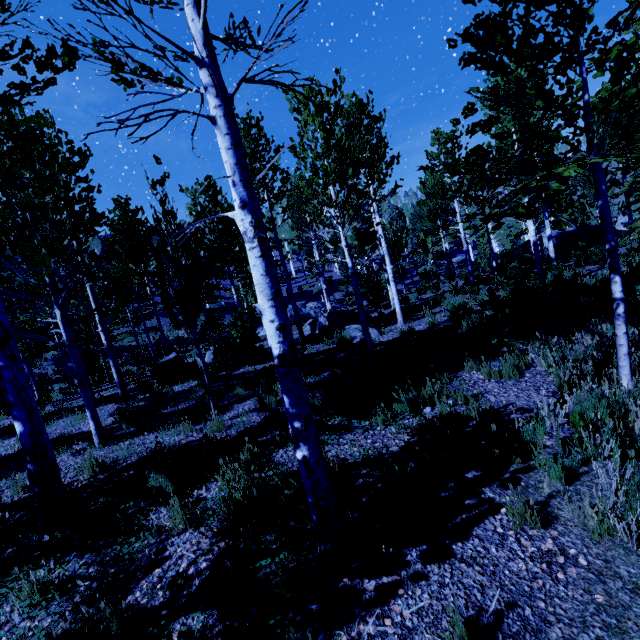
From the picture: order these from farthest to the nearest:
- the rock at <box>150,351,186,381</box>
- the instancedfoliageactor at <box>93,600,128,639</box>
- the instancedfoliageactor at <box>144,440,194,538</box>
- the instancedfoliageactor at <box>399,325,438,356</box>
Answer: the rock at <box>150,351,186,381</box>, the instancedfoliageactor at <box>399,325,438,356</box>, the instancedfoliageactor at <box>144,440,194,538</box>, the instancedfoliageactor at <box>93,600,128,639</box>

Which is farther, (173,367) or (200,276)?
(173,367)

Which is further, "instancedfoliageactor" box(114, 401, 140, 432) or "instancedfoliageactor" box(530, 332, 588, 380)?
"instancedfoliageactor" box(114, 401, 140, 432)

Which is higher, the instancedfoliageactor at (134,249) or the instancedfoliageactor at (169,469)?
the instancedfoliageactor at (134,249)

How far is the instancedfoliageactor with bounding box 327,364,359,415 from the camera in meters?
5.7

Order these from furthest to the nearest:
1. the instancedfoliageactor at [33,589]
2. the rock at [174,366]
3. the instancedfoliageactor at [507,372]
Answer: the rock at [174,366] < the instancedfoliageactor at [507,372] < the instancedfoliageactor at [33,589]
